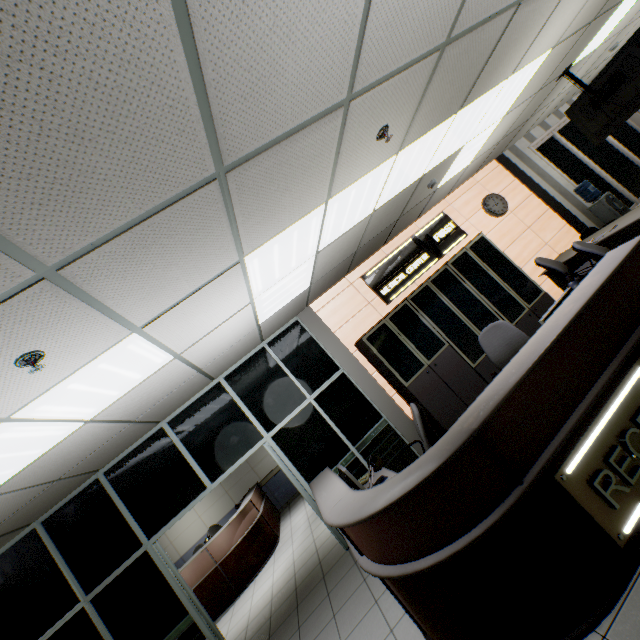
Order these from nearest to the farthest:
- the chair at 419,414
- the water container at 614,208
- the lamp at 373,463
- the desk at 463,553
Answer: the desk at 463,553 → the lamp at 373,463 → the chair at 419,414 → the water container at 614,208

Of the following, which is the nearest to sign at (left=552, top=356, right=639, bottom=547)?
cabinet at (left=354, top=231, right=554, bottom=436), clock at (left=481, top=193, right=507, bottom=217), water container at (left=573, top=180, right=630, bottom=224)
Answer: cabinet at (left=354, top=231, right=554, bottom=436)

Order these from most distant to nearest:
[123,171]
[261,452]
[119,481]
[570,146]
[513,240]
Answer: [261,452] < [570,146] < [513,240] < [119,481] < [123,171]

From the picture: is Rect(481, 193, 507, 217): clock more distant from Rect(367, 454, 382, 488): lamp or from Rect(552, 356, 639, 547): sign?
Rect(367, 454, 382, 488): lamp

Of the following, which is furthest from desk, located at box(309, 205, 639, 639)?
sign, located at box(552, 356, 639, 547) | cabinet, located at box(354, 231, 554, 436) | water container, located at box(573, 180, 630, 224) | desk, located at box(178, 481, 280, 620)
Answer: desk, located at box(178, 481, 280, 620)

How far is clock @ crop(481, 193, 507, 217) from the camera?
7.0 meters

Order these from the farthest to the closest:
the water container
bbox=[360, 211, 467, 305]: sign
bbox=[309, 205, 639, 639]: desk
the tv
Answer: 1. the water container
2. bbox=[360, 211, 467, 305]: sign
3. the tv
4. bbox=[309, 205, 639, 639]: desk

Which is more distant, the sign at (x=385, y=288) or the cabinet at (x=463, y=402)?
the sign at (x=385, y=288)
